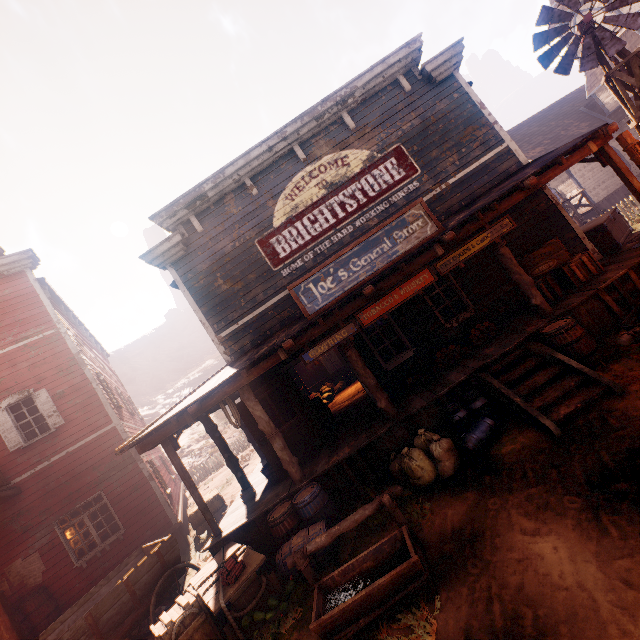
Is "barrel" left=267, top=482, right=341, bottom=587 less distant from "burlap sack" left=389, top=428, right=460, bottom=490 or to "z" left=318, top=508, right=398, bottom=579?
"z" left=318, top=508, right=398, bottom=579

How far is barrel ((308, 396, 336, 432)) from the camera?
9.34m

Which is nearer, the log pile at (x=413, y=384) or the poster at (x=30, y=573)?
the log pile at (x=413, y=384)

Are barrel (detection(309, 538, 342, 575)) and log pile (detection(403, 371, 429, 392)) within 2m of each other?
no

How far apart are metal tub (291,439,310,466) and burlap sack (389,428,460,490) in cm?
232

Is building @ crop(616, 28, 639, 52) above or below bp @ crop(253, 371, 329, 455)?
above

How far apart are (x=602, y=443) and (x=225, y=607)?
5.8m

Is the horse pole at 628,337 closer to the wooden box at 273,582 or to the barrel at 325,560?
the barrel at 325,560
